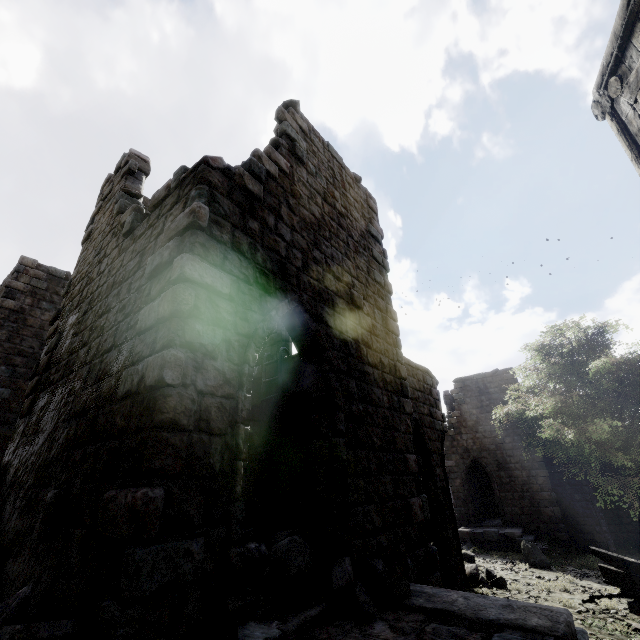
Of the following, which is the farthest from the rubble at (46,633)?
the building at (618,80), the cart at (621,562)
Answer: the cart at (621,562)

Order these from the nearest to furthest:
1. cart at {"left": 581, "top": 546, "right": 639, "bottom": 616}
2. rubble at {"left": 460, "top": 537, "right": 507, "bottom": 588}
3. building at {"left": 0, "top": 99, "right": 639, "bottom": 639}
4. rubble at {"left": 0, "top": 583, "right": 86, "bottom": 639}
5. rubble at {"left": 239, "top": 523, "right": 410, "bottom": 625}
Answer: rubble at {"left": 0, "top": 583, "right": 86, "bottom": 639} → building at {"left": 0, "top": 99, "right": 639, "bottom": 639} → rubble at {"left": 239, "top": 523, "right": 410, "bottom": 625} → cart at {"left": 581, "top": 546, "right": 639, "bottom": 616} → rubble at {"left": 460, "top": 537, "right": 507, "bottom": 588}

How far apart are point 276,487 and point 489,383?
20.01m

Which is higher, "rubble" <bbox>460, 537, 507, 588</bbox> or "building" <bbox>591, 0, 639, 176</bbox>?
"building" <bbox>591, 0, 639, 176</bbox>

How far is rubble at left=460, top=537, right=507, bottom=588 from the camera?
9.7m

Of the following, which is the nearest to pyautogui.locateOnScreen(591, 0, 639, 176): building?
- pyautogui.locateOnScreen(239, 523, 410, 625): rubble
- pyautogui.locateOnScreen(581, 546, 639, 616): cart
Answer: pyautogui.locateOnScreen(239, 523, 410, 625): rubble

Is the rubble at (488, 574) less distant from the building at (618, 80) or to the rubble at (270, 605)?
the building at (618, 80)

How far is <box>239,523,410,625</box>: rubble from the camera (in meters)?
3.69
